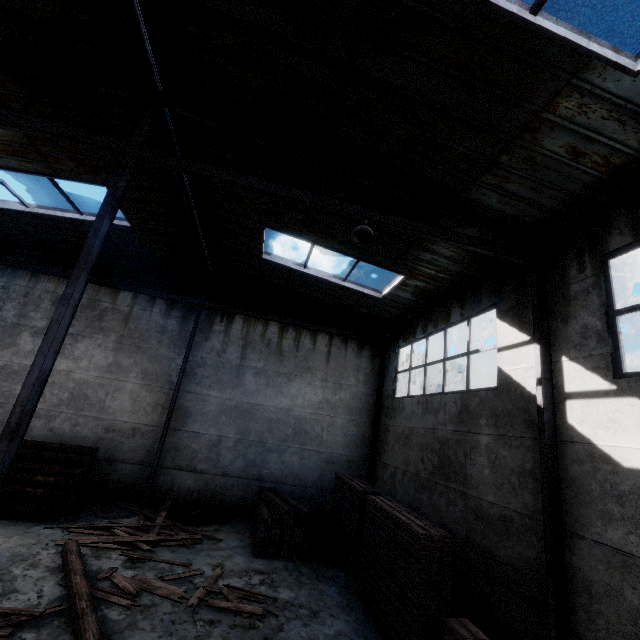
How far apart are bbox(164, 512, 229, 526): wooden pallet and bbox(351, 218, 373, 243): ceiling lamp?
9.4 meters

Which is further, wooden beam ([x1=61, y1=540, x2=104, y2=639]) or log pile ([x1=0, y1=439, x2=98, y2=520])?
log pile ([x1=0, y1=439, x2=98, y2=520])

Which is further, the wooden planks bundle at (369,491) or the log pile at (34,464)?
the log pile at (34,464)

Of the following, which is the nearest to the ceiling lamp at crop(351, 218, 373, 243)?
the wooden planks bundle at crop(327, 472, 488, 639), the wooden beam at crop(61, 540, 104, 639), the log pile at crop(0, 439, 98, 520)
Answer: the wooden planks bundle at crop(327, 472, 488, 639)

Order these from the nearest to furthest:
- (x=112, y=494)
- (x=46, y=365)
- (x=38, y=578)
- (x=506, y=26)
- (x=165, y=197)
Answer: (x=506, y=26) → (x=46, y=365) → (x=38, y=578) → (x=165, y=197) → (x=112, y=494)

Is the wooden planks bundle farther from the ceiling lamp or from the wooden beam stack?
the ceiling lamp

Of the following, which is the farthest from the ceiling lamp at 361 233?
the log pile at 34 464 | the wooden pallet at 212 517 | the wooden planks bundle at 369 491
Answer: the log pile at 34 464

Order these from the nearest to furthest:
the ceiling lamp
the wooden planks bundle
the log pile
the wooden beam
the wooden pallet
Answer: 1. the wooden beam
2. the wooden planks bundle
3. the ceiling lamp
4. the log pile
5. the wooden pallet
